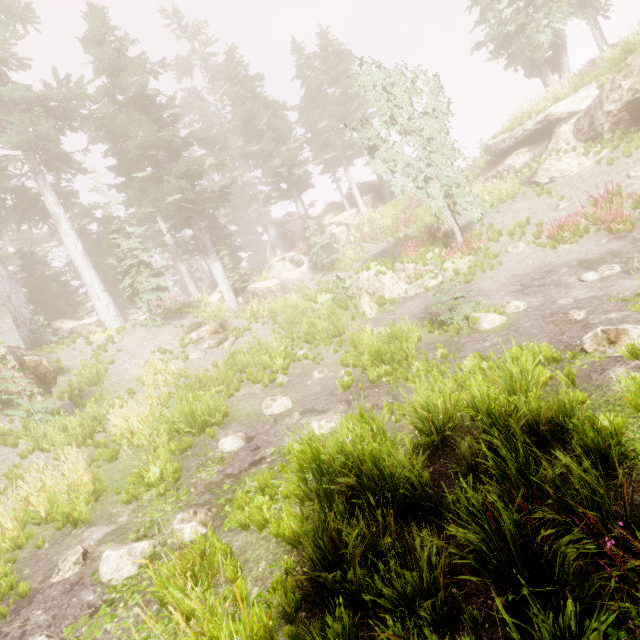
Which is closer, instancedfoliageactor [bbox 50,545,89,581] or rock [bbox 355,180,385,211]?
instancedfoliageactor [bbox 50,545,89,581]

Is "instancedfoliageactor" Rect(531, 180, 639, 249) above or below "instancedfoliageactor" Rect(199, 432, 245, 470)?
above

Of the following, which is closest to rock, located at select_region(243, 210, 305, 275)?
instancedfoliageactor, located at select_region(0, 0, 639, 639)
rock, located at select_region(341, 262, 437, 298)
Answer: instancedfoliageactor, located at select_region(0, 0, 639, 639)

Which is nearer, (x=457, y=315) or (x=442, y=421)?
(x=442, y=421)

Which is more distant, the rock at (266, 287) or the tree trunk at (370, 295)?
the rock at (266, 287)

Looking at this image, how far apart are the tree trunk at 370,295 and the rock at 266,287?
7.7m

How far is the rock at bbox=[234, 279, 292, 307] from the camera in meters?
22.1 m

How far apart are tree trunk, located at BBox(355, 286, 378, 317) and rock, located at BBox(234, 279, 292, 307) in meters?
7.7
